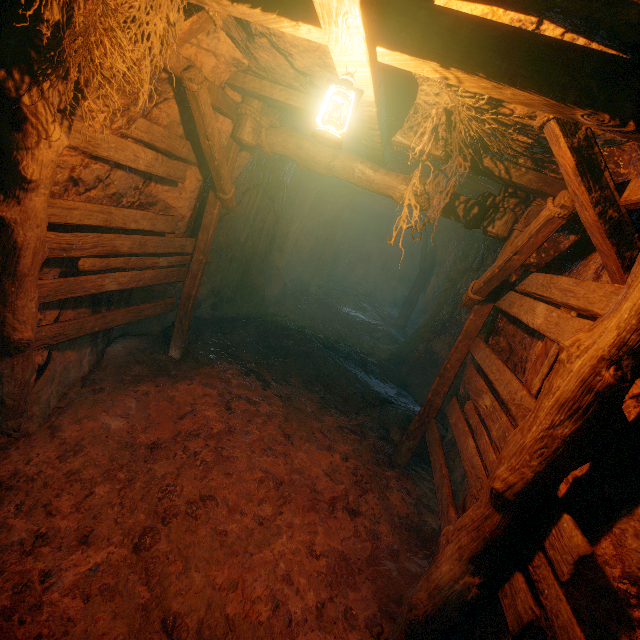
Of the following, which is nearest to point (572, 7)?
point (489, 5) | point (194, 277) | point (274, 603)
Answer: point (489, 5)

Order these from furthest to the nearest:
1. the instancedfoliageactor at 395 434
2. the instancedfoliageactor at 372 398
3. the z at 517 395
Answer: the instancedfoliageactor at 372 398, the instancedfoliageactor at 395 434, the z at 517 395

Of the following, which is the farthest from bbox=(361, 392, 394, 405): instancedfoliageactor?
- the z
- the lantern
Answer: the lantern

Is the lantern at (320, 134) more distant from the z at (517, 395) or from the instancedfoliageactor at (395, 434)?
the instancedfoliageactor at (395, 434)

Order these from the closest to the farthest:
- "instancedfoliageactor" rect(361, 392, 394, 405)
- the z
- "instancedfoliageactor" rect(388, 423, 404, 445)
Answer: the z < "instancedfoliageactor" rect(388, 423, 404, 445) < "instancedfoliageactor" rect(361, 392, 394, 405)

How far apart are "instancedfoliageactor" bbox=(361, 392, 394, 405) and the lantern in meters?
5.1 m

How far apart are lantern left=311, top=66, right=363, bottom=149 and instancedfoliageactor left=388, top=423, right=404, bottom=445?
4.9m

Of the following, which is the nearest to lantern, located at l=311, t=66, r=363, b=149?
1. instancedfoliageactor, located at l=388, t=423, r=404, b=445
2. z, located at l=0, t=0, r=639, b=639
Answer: z, located at l=0, t=0, r=639, b=639
